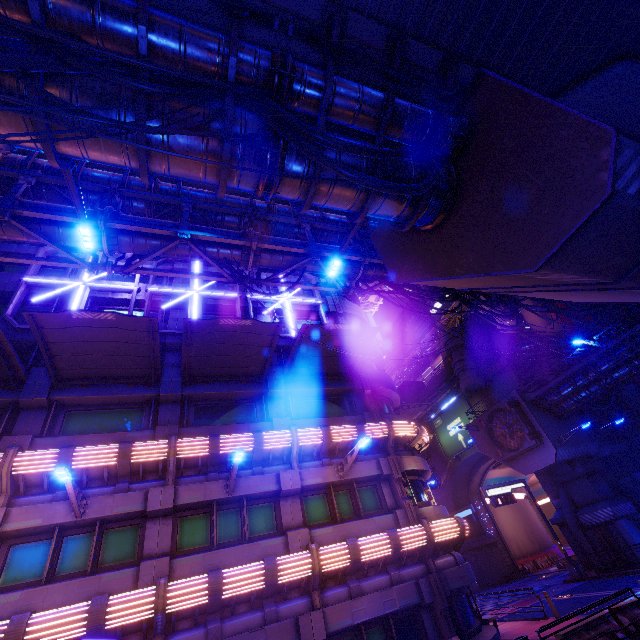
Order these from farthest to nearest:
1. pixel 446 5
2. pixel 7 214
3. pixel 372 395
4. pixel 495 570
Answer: pixel 495 570 < pixel 372 395 < pixel 7 214 < pixel 446 5

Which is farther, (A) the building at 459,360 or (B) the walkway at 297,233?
(A) the building at 459,360

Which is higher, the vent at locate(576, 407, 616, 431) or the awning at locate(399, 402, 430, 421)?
the awning at locate(399, 402, 430, 421)

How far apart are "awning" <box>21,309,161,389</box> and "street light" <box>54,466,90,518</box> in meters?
4.5 m

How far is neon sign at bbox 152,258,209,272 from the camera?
19.7 meters

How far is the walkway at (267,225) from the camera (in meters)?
14.84

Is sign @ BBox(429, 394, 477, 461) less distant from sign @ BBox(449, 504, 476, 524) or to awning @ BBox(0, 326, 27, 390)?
sign @ BBox(449, 504, 476, 524)

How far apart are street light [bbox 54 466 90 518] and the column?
40.7 meters
